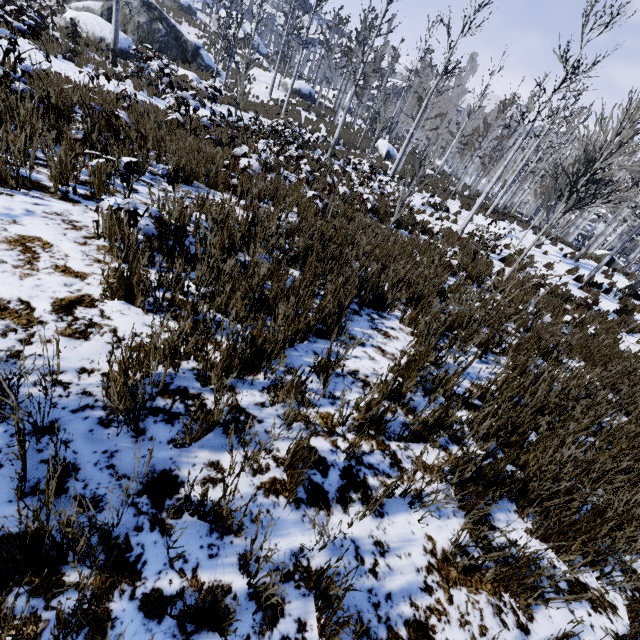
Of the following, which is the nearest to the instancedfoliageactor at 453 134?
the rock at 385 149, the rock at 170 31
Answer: the rock at 385 149

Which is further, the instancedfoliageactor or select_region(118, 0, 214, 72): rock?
select_region(118, 0, 214, 72): rock

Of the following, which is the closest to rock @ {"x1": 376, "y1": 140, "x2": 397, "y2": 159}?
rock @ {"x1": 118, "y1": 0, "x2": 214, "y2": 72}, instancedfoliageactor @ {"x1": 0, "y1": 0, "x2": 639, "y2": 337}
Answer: instancedfoliageactor @ {"x1": 0, "y1": 0, "x2": 639, "y2": 337}

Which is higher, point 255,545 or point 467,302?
point 467,302

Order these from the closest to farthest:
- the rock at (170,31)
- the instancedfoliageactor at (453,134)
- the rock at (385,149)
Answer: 1. the instancedfoliageactor at (453,134)
2. the rock at (170,31)
3. the rock at (385,149)

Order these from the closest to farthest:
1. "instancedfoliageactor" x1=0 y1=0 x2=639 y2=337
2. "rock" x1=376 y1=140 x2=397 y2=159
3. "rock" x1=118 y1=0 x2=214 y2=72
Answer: "instancedfoliageactor" x1=0 y1=0 x2=639 y2=337
"rock" x1=118 y1=0 x2=214 y2=72
"rock" x1=376 y1=140 x2=397 y2=159

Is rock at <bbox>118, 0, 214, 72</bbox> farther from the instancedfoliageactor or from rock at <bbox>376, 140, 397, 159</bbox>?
the instancedfoliageactor
